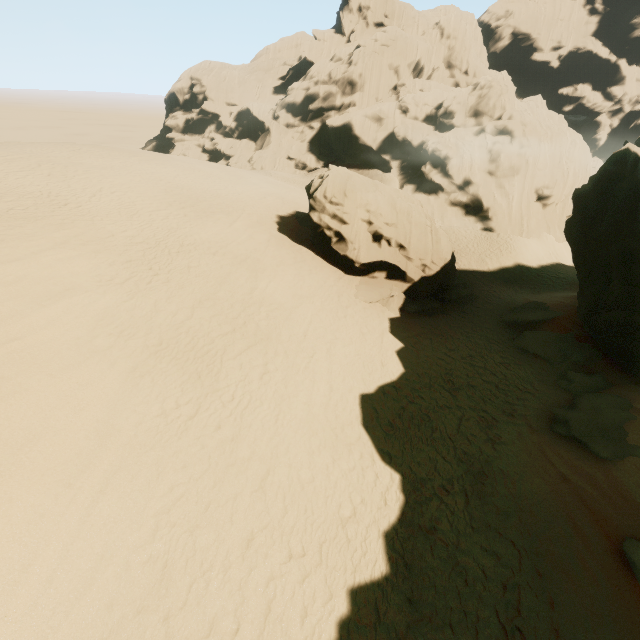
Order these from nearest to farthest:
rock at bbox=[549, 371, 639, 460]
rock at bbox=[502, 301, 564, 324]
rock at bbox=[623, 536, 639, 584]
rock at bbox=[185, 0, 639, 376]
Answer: rock at bbox=[623, 536, 639, 584], rock at bbox=[549, 371, 639, 460], rock at bbox=[185, 0, 639, 376], rock at bbox=[502, 301, 564, 324]

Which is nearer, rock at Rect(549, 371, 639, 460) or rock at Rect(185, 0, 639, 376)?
rock at Rect(549, 371, 639, 460)

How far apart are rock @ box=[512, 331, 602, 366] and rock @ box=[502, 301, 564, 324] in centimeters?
79cm

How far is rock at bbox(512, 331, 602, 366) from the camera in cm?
1403

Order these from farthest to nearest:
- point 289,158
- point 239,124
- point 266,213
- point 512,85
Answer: point 239,124 < point 289,158 < point 512,85 < point 266,213

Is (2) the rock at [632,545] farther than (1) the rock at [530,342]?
No

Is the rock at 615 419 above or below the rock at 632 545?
below

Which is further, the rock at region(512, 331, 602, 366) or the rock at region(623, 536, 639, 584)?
the rock at region(512, 331, 602, 366)
